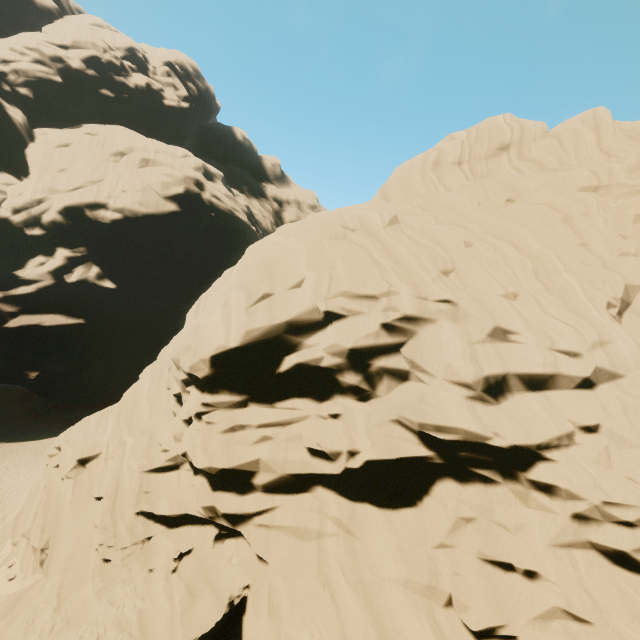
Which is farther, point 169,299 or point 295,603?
point 169,299
